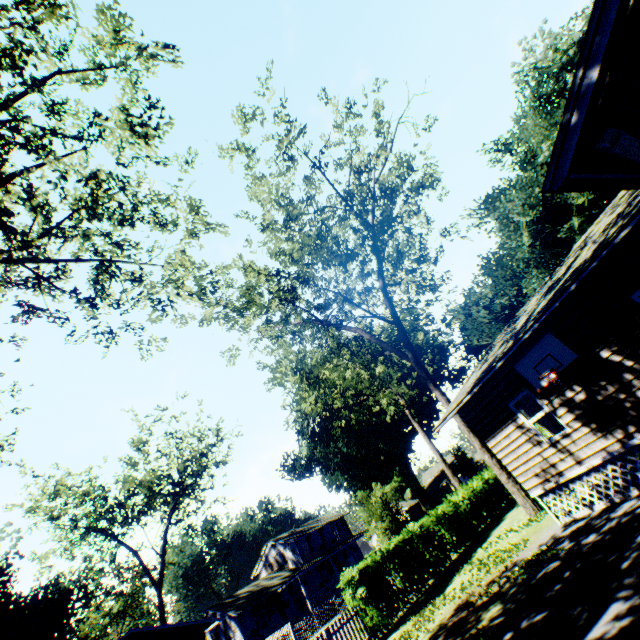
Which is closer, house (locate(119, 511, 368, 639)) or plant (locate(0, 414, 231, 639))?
house (locate(119, 511, 368, 639))

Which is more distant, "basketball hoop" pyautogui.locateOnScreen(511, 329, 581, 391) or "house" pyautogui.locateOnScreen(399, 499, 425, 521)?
"house" pyautogui.locateOnScreen(399, 499, 425, 521)

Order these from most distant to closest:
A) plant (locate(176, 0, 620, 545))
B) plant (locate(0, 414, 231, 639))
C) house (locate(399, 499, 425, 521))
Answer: house (locate(399, 499, 425, 521)), plant (locate(0, 414, 231, 639)), plant (locate(176, 0, 620, 545))

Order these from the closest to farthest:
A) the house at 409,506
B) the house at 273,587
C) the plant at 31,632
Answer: the house at 273,587 < the plant at 31,632 < the house at 409,506

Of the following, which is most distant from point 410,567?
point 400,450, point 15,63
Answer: point 400,450

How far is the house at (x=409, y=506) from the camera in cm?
5609

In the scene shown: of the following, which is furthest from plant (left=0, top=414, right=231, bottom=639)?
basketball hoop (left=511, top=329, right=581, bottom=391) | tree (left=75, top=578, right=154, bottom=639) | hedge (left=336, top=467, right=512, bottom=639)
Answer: tree (left=75, top=578, right=154, bottom=639)

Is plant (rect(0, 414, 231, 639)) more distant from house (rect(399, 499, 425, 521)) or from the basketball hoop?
the basketball hoop
